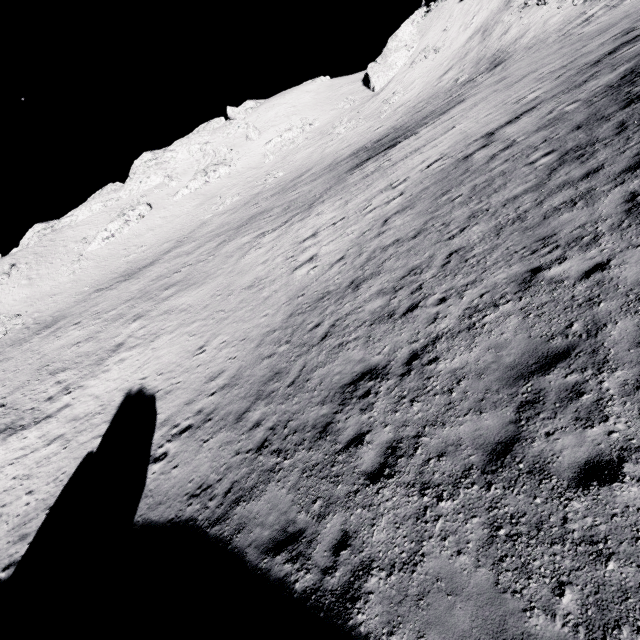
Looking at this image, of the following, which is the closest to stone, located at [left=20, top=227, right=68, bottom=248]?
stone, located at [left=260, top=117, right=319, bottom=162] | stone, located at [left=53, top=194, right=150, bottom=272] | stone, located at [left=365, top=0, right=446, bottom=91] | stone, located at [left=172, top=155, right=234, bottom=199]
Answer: stone, located at [left=53, top=194, right=150, bottom=272]

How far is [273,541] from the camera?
6.53m

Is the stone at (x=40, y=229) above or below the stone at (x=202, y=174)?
above

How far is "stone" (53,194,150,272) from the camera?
48.12m

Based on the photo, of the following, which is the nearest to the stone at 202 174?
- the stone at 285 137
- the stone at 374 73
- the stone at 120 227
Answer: the stone at 120 227

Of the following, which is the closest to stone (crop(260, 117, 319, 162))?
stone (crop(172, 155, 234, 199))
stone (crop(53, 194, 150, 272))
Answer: stone (crop(172, 155, 234, 199))

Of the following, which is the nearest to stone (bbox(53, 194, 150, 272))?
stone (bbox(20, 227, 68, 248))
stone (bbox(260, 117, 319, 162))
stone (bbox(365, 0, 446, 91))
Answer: stone (bbox(20, 227, 68, 248))

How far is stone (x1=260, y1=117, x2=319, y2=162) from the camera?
54.44m
